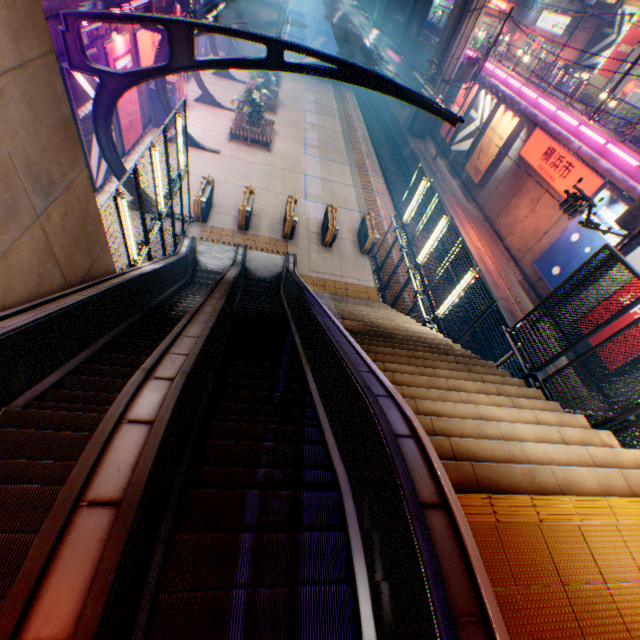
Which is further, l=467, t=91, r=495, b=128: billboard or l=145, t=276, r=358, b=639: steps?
l=467, t=91, r=495, b=128: billboard

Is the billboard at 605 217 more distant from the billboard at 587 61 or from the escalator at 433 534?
the billboard at 587 61

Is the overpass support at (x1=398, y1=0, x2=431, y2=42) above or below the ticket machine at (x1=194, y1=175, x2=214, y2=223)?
above

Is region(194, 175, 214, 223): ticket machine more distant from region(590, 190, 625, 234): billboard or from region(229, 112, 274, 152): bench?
region(590, 190, 625, 234): billboard

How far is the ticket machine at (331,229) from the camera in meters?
14.9

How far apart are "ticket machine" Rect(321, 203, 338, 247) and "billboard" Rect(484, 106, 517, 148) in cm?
1301

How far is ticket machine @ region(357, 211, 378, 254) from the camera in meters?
15.3 m

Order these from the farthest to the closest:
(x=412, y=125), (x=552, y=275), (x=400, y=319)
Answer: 1. (x=412, y=125)
2. (x=552, y=275)
3. (x=400, y=319)
